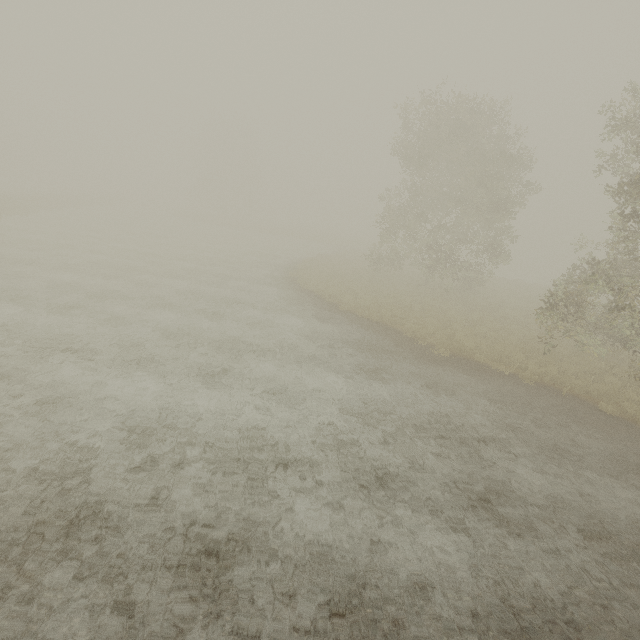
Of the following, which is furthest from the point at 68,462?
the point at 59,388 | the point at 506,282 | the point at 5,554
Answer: the point at 506,282
